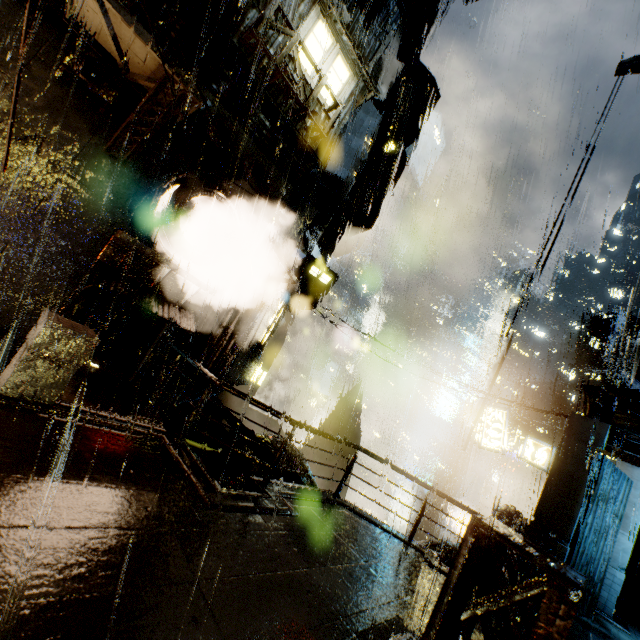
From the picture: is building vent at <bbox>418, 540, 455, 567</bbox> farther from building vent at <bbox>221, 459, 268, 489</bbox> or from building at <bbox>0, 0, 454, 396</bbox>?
building vent at <bbox>221, 459, 268, 489</bbox>

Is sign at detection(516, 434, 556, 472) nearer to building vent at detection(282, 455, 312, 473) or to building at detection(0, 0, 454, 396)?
building at detection(0, 0, 454, 396)

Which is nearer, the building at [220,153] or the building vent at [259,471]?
the building at [220,153]

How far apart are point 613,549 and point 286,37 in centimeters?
2341cm

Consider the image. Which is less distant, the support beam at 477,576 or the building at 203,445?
the support beam at 477,576

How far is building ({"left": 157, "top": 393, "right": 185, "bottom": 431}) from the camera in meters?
9.3
